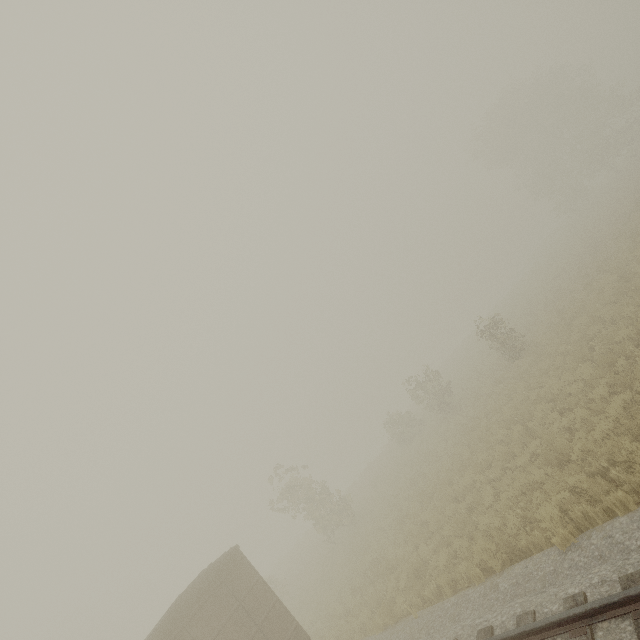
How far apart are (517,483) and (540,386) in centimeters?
647cm
